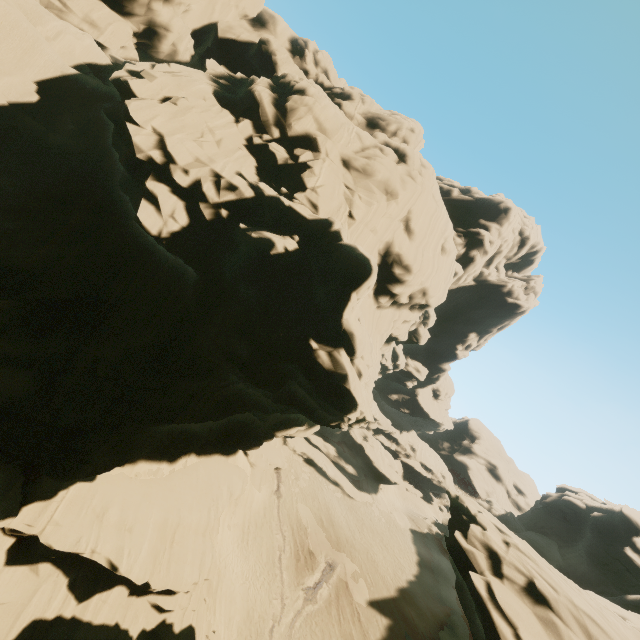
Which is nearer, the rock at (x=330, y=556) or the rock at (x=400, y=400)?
the rock at (x=330, y=556)

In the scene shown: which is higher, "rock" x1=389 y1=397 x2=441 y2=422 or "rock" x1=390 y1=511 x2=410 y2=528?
"rock" x1=389 y1=397 x2=441 y2=422

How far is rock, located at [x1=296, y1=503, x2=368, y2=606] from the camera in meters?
28.9

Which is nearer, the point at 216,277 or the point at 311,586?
the point at 216,277

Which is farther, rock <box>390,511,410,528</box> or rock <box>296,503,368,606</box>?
rock <box>390,511,410,528</box>
